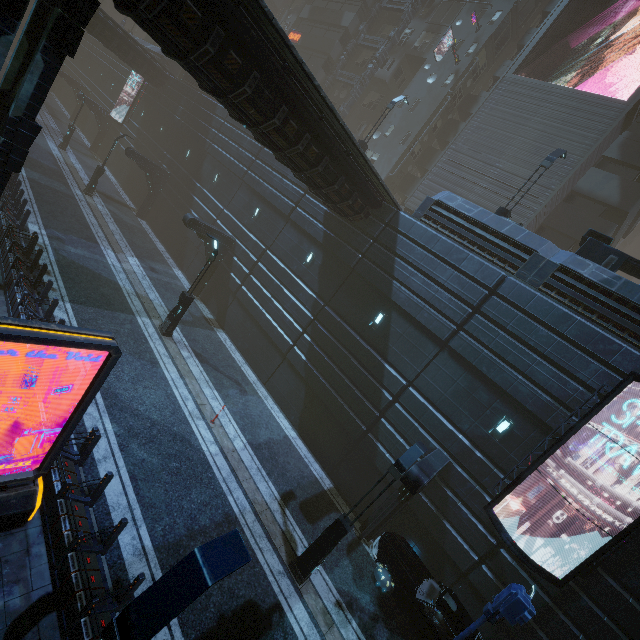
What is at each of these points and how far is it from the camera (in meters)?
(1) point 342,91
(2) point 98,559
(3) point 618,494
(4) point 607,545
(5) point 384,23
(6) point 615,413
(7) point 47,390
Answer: (1) building, 36.16
(2) building, 7.11
(3) building, 10.06
(4) sign, 9.53
(5) building, 34.94
(6) building, 10.29
(7) building, 9.16

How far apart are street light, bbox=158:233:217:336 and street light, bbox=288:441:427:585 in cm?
1128

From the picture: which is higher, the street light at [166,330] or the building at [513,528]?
the building at [513,528]

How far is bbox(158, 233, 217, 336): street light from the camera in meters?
15.2 m

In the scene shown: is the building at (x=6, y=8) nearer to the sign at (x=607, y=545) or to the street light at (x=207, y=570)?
the sign at (x=607, y=545)

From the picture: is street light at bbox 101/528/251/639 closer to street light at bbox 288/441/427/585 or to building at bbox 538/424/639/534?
building at bbox 538/424/639/534

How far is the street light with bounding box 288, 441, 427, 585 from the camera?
9.2m

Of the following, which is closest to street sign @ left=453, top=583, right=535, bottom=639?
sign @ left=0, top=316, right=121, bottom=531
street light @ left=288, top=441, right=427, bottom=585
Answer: street light @ left=288, top=441, right=427, bottom=585
